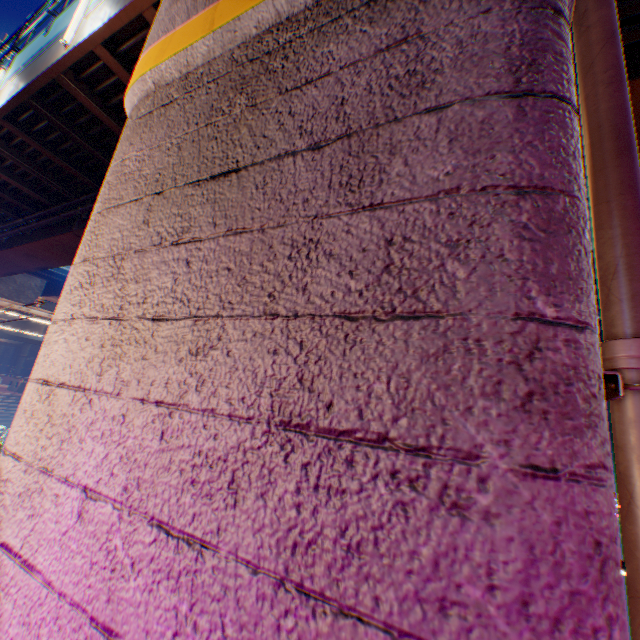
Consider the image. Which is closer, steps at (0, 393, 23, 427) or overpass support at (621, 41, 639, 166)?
overpass support at (621, 41, 639, 166)

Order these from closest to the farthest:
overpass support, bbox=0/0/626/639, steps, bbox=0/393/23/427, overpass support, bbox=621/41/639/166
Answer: overpass support, bbox=0/0/626/639 → overpass support, bbox=621/41/639/166 → steps, bbox=0/393/23/427

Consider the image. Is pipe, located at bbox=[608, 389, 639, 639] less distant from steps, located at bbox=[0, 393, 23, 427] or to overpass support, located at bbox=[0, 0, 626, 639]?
overpass support, located at bbox=[0, 0, 626, 639]

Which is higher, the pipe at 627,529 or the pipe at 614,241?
the pipe at 614,241

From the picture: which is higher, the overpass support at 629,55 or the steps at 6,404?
the overpass support at 629,55

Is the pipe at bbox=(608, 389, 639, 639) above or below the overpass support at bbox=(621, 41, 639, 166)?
below

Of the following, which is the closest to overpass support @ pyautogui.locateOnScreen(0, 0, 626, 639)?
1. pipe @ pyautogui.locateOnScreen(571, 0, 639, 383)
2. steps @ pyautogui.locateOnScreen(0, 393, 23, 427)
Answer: pipe @ pyautogui.locateOnScreen(571, 0, 639, 383)

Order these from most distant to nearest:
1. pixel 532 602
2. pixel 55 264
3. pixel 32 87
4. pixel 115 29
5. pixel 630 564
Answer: pixel 55 264, pixel 32 87, pixel 115 29, pixel 630 564, pixel 532 602
